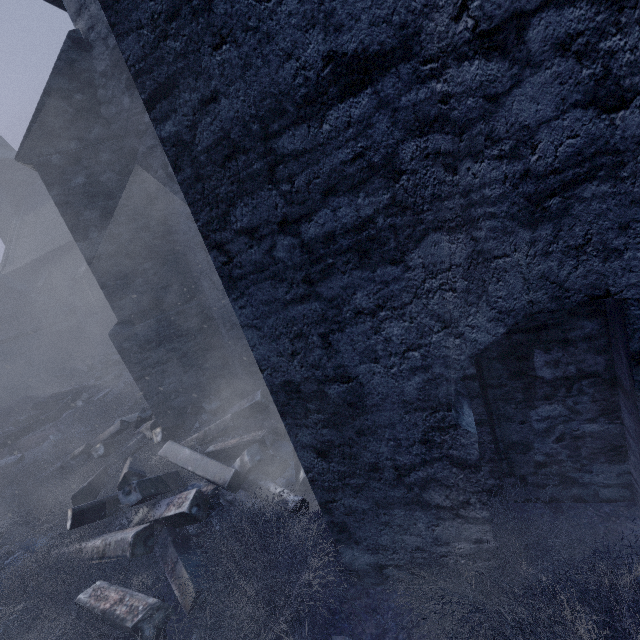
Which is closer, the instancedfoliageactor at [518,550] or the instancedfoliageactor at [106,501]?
the instancedfoliageactor at [518,550]

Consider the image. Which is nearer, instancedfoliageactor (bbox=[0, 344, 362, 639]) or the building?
the building

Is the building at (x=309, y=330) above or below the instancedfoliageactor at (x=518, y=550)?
above

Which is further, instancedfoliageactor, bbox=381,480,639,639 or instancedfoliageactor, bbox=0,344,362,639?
instancedfoliageactor, bbox=0,344,362,639

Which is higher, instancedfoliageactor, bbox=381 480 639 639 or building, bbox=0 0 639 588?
building, bbox=0 0 639 588

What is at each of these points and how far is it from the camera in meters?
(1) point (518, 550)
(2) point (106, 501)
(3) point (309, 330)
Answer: (1) instancedfoliageactor, 2.1
(2) instancedfoliageactor, 3.8
(3) building, 1.8
